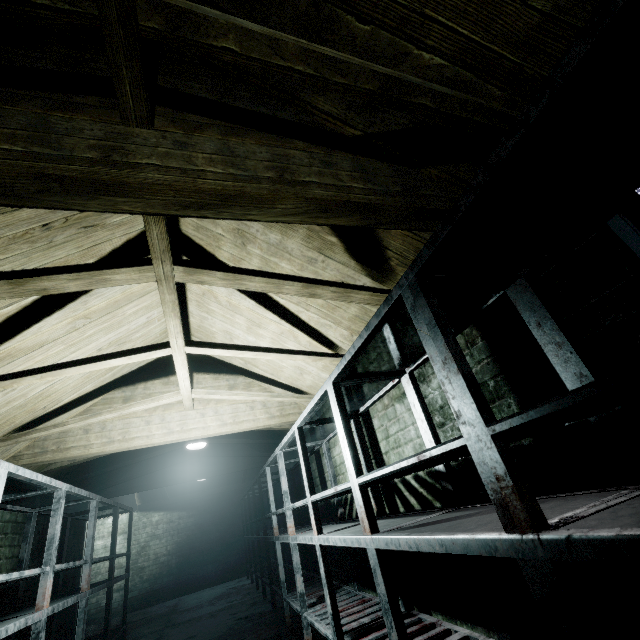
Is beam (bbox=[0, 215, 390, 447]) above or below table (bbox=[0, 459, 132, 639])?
above

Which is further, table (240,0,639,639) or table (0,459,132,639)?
table (0,459,132,639)

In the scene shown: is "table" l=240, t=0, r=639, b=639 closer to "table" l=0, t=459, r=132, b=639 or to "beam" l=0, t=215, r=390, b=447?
"beam" l=0, t=215, r=390, b=447

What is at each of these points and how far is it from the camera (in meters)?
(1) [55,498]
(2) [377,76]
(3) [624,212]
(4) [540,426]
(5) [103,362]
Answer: (1) table, 2.66
(2) beam, 1.07
(3) window, 1.14
(4) table, 0.95
(5) beam, 2.30

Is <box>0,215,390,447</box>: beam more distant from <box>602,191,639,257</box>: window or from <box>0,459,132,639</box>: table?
<box>602,191,639,257</box>: window

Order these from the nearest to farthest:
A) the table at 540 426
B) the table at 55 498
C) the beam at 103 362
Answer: the table at 540 426
the beam at 103 362
the table at 55 498

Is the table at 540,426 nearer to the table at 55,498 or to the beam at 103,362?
the beam at 103,362

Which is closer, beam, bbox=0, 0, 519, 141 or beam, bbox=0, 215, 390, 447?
beam, bbox=0, 0, 519, 141
